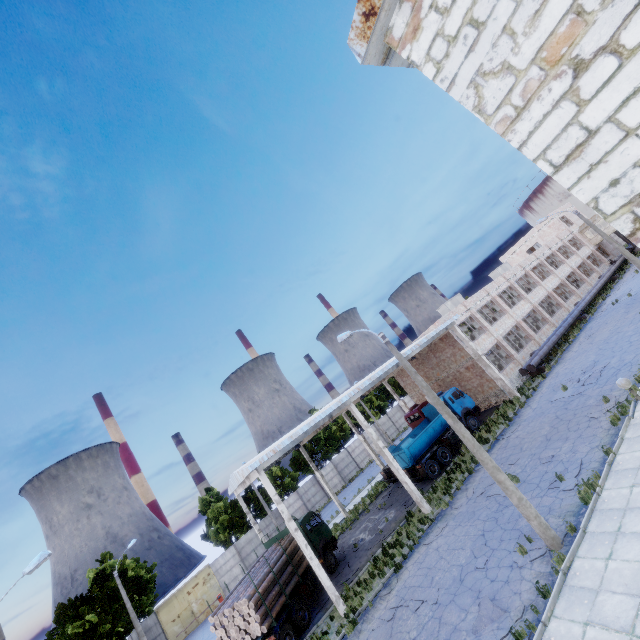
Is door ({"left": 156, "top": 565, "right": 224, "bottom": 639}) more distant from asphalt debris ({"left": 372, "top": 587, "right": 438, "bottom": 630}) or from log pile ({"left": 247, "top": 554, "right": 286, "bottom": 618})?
asphalt debris ({"left": 372, "top": 587, "right": 438, "bottom": 630})

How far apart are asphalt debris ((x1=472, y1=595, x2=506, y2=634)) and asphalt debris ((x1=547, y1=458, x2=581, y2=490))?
5.17m

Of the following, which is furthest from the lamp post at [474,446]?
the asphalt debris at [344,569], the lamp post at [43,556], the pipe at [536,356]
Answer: the pipe at [536,356]

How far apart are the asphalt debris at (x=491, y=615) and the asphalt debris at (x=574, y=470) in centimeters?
517cm

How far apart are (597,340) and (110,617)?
46.6m

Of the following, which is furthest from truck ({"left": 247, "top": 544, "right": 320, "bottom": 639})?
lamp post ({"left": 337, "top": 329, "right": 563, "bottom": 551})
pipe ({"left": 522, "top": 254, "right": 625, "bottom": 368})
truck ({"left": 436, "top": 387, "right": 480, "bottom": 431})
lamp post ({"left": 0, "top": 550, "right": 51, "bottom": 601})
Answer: pipe ({"left": 522, "top": 254, "right": 625, "bottom": 368})

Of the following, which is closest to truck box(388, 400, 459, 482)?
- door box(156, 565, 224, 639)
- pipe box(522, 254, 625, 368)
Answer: pipe box(522, 254, 625, 368)

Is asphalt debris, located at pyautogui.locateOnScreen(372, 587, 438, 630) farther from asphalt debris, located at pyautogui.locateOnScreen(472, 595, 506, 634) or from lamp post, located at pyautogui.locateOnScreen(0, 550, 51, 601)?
lamp post, located at pyautogui.locateOnScreen(0, 550, 51, 601)
